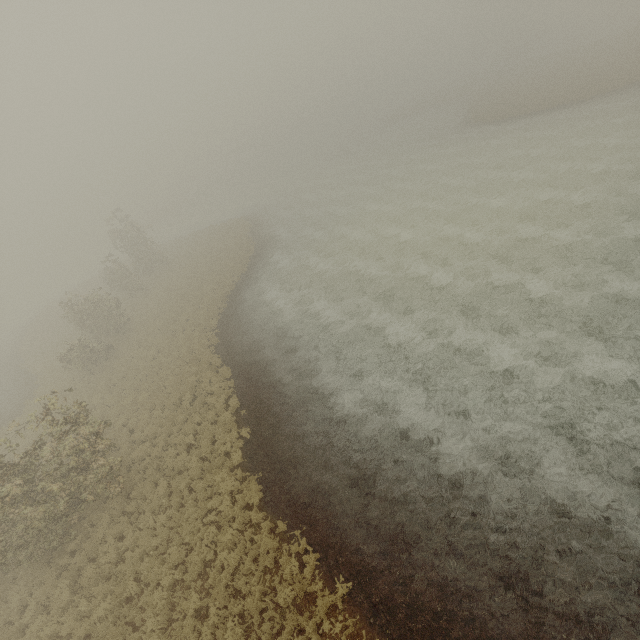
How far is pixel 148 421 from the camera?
18.08m
